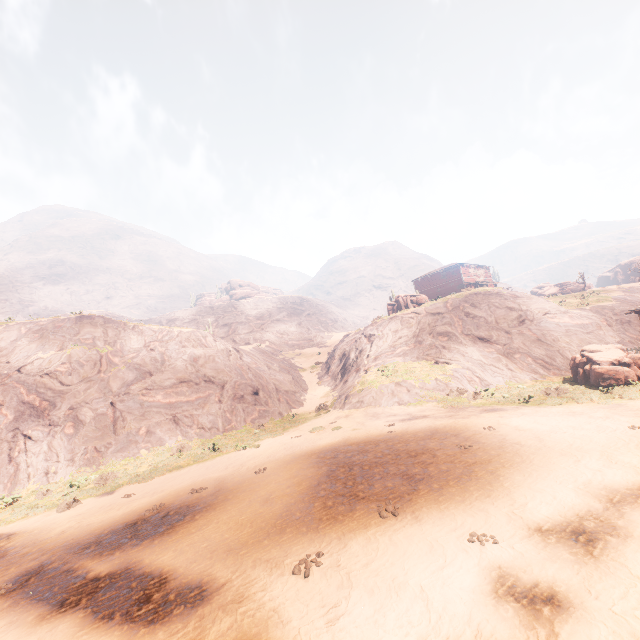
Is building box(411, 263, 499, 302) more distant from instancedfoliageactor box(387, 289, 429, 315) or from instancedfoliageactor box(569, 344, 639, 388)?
instancedfoliageactor box(387, 289, 429, 315)

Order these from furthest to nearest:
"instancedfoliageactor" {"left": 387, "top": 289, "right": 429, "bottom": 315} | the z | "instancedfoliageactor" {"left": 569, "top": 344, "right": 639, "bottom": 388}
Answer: "instancedfoliageactor" {"left": 387, "top": 289, "right": 429, "bottom": 315} → "instancedfoliageactor" {"left": 569, "top": 344, "right": 639, "bottom": 388} → the z

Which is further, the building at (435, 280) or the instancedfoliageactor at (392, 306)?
the building at (435, 280)

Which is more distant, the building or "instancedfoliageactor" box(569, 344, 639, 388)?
the building

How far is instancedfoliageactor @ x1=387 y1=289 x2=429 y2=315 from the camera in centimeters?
3650cm

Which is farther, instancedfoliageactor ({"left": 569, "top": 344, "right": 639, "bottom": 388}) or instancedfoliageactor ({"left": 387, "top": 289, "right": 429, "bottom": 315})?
instancedfoliageactor ({"left": 387, "top": 289, "right": 429, "bottom": 315})

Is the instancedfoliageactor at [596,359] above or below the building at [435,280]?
below

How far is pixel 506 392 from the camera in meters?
20.3
